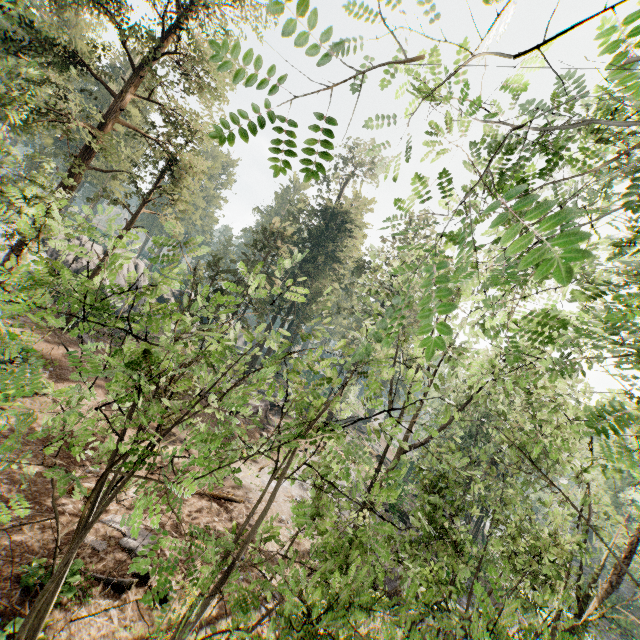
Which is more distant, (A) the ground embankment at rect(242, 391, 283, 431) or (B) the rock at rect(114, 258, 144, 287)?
(B) the rock at rect(114, 258, 144, 287)

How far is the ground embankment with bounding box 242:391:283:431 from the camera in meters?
28.0

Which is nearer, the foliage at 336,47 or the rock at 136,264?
the foliage at 336,47

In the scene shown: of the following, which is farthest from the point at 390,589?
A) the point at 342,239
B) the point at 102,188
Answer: the point at 342,239

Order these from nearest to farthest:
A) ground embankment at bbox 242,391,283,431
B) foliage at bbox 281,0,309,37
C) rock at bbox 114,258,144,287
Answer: foliage at bbox 281,0,309,37 < ground embankment at bbox 242,391,283,431 < rock at bbox 114,258,144,287

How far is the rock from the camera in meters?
35.0 m

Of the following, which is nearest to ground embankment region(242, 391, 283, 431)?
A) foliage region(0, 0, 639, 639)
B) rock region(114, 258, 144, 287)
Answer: foliage region(0, 0, 639, 639)

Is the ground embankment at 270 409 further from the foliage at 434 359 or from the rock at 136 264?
the rock at 136 264
